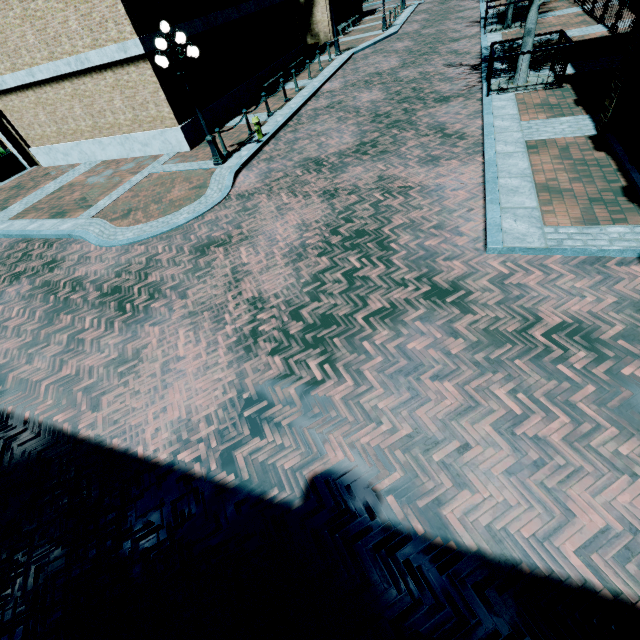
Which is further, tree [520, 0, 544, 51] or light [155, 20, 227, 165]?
tree [520, 0, 544, 51]

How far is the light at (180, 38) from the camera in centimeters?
855cm

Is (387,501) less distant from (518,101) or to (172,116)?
(518,101)

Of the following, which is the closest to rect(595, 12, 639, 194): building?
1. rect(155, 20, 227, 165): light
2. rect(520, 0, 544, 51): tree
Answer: rect(520, 0, 544, 51): tree

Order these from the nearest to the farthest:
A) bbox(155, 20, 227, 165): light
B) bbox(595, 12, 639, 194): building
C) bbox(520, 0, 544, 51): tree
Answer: bbox(595, 12, 639, 194): building, bbox(155, 20, 227, 165): light, bbox(520, 0, 544, 51): tree

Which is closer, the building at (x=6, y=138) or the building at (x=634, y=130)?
the building at (x=634, y=130)

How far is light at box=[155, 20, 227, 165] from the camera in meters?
8.5

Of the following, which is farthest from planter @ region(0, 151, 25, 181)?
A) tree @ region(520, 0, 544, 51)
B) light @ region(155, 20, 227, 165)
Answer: tree @ region(520, 0, 544, 51)
